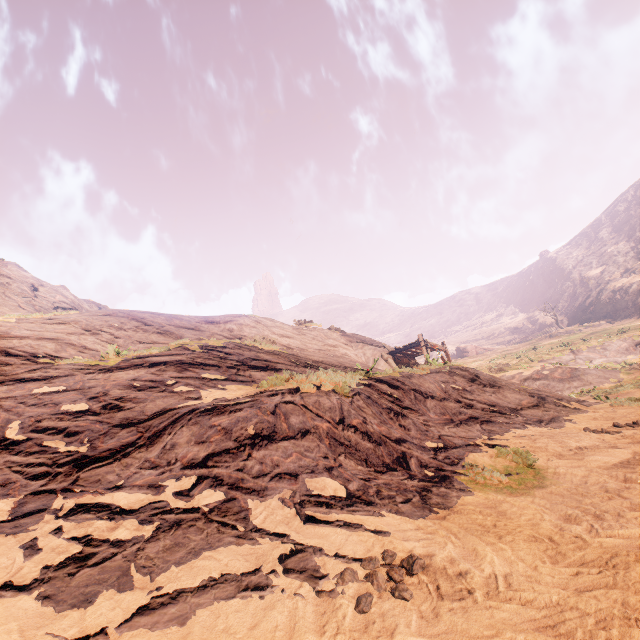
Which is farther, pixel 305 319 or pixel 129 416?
pixel 305 319
